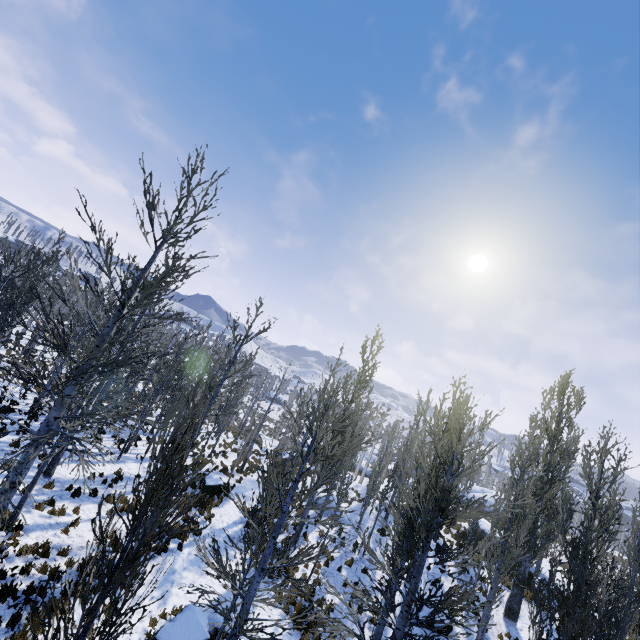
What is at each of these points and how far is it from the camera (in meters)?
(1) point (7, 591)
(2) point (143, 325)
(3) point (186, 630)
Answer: (1) instancedfoliageactor, 7.42
(2) instancedfoliageactor, 10.32
(3) rock, 9.13

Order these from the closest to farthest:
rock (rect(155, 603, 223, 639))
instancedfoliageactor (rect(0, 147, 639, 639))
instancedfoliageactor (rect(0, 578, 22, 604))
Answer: instancedfoliageactor (rect(0, 147, 639, 639)) < instancedfoliageactor (rect(0, 578, 22, 604)) < rock (rect(155, 603, 223, 639))

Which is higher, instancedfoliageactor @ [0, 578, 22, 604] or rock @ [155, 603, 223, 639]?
instancedfoliageactor @ [0, 578, 22, 604]

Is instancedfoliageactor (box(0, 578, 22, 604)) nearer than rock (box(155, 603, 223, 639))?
Yes

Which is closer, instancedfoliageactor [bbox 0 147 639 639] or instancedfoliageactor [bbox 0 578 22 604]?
instancedfoliageactor [bbox 0 147 639 639]

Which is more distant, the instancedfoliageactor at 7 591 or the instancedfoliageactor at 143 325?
the instancedfoliageactor at 7 591

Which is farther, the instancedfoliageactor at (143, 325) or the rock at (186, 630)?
the rock at (186, 630)
